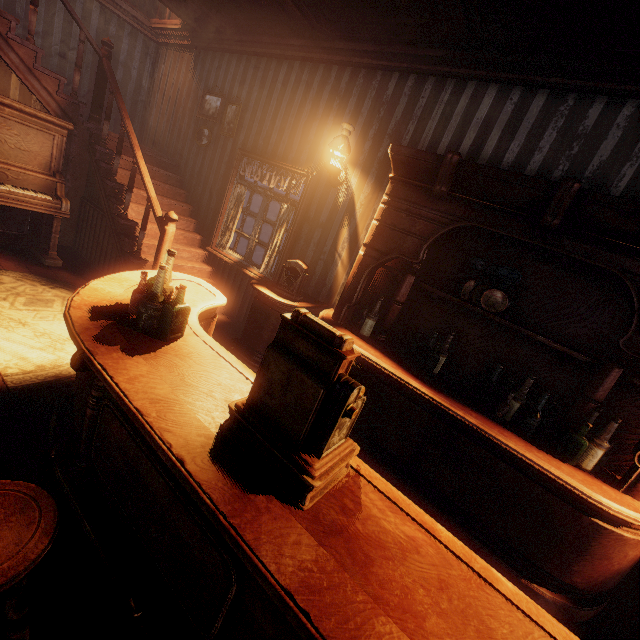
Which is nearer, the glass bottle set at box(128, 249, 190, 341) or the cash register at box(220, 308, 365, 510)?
the cash register at box(220, 308, 365, 510)

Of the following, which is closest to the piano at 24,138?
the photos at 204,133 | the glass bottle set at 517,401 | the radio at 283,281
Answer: the photos at 204,133

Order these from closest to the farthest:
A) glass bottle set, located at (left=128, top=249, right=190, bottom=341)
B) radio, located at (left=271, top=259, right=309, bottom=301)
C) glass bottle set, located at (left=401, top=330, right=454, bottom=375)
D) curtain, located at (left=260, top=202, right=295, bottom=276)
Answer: glass bottle set, located at (left=128, top=249, right=190, bottom=341), glass bottle set, located at (left=401, top=330, right=454, bottom=375), radio, located at (left=271, top=259, right=309, bottom=301), curtain, located at (left=260, top=202, right=295, bottom=276)

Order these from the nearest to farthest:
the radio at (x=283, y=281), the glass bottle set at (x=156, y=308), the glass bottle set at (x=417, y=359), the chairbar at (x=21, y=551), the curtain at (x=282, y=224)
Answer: the chairbar at (x=21, y=551) → the glass bottle set at (x=156, y=308) → the glass bottle set at (x=417, y=359) → the radio at (x=283, y=281) → the curtain at (x=282, y=224)

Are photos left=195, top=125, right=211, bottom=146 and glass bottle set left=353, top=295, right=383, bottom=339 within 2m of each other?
no

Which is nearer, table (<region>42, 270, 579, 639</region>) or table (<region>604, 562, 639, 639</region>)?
table (<region>42, 270, 579, 639</region>)

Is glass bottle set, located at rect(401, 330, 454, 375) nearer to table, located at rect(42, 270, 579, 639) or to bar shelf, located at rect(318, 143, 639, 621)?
bar shelf, located at rect(318, 143, 639, 621)

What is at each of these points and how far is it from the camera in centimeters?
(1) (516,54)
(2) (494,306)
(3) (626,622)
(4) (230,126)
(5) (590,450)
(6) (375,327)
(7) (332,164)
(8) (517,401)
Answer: (1) building, 293cm
(2) tonic bottle set, 282cm
(3) table, 237cm
(4) photos, 507cm
(5) glass bottle set, 244cm
(6) glass bottle set, 355cm
(7) bp, 380cm
(8) glass bottle set, 271cm
